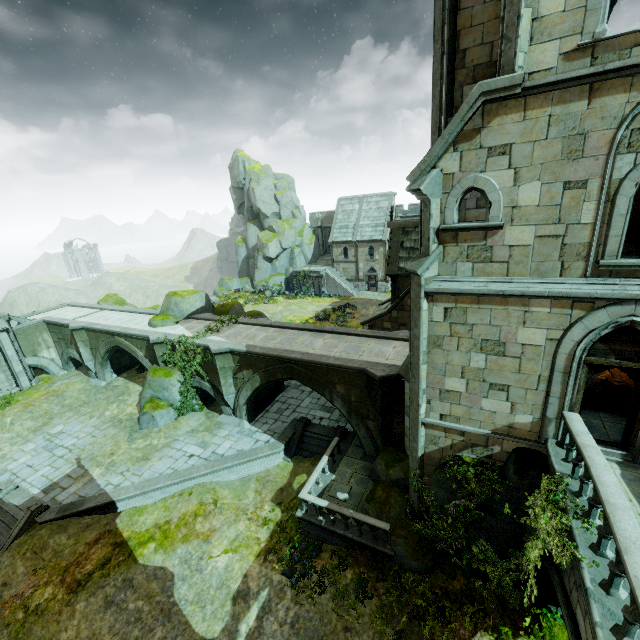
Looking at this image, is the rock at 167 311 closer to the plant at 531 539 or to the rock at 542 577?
the rock at 542 577

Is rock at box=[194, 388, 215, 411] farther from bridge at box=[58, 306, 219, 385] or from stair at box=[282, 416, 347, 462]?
stair at box=[282, 416, 347, 462]

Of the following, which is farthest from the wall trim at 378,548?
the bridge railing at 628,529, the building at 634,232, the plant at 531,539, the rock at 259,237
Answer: the rock at 259,237

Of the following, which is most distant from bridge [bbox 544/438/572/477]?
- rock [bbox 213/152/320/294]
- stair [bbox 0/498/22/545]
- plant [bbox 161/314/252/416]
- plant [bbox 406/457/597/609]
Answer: rock [bbox 213/152/320/294]

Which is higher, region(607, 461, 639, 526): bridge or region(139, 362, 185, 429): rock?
region(607, 461, 639, 526): bridge

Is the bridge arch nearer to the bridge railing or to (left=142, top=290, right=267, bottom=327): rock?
(left=142, top=290, right=267, bottom=327): rock

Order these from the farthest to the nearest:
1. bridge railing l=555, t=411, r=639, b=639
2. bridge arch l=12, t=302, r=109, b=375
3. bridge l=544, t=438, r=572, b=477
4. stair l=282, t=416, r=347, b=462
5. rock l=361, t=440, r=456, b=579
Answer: bridge arch l=12, t=302, r=109, b=375 → stair l=282, t=416, r=347, b=462 → rock l=361, t=440, r=456, b=579 → bridge l=544, t=438, r=572, b=477 → bridge railing l=555, t=411, r=639, b=639

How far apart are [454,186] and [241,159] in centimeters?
5502cm
